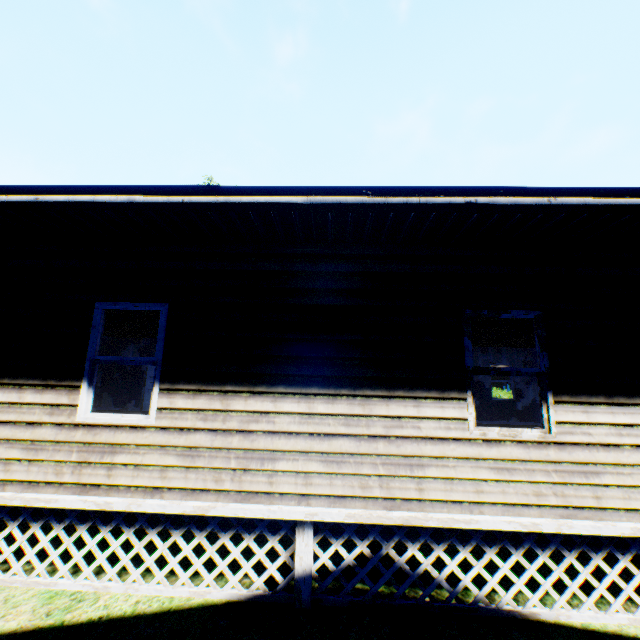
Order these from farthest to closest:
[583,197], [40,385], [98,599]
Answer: [40,385]
[98,599]
[583,197]
